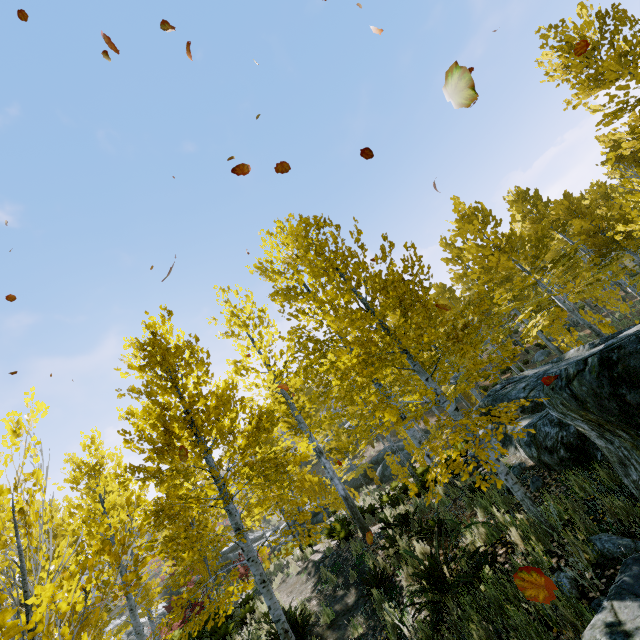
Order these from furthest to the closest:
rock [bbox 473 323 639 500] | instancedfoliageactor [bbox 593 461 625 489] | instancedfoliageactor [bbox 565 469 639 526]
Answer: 1. instancedfoliageactor [bbox 593 461 625 489]
2. instancedfoliageactor [bbox 565 469 639 526]
3. rock [bbox 473 323 639 500]

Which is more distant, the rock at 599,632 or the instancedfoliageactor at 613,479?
the instancedfoliageactor at 613,479

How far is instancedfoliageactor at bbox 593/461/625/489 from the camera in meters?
4.5 m

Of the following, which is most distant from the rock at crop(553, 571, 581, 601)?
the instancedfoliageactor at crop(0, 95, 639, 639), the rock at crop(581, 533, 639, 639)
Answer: the instancedfoliageactor at crop(0, 95, 639, 639)

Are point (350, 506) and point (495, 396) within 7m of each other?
yes

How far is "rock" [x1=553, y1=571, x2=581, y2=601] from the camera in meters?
3.4

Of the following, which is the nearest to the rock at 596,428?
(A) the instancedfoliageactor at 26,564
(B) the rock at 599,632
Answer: (B) the rock at 599,632

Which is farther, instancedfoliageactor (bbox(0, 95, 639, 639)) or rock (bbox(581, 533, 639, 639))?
instancedfoliageactor (bbox(0, 95, 639, 639))
